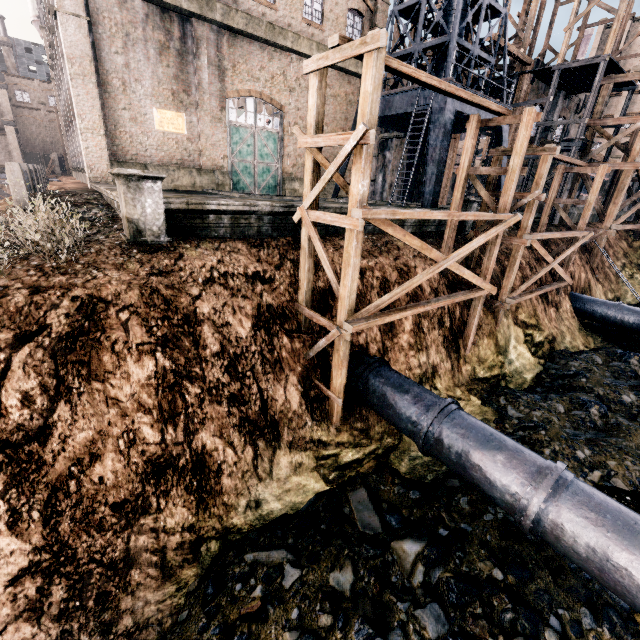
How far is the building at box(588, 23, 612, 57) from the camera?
56.3m

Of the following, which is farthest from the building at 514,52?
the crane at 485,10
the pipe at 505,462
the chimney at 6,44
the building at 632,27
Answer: the building at 632,27

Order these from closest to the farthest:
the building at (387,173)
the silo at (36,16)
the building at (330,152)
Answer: the building at (330,152) < the building at (387,173) < the silo at (36,16)

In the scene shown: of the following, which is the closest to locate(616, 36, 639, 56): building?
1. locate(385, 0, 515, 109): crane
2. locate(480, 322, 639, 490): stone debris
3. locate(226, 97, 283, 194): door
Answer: locate(480, 322, 639, 490): stone debris

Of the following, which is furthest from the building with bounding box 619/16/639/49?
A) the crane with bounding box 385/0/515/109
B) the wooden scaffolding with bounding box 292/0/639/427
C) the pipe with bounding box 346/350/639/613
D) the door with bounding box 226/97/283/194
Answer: the pipe with bounding box 346/350/639/613

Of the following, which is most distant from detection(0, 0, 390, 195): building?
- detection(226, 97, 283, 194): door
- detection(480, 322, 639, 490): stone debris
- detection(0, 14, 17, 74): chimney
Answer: detection(0, 14, 17, 74): chimney

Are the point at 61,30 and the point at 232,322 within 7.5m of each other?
no

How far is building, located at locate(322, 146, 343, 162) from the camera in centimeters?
2592cm
